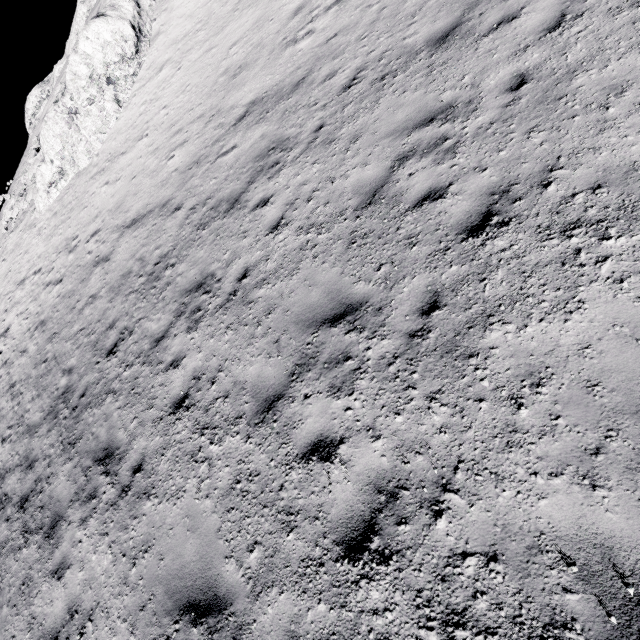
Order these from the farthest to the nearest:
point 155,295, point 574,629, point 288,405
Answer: point 155,295, point 288,405, point 574,629
